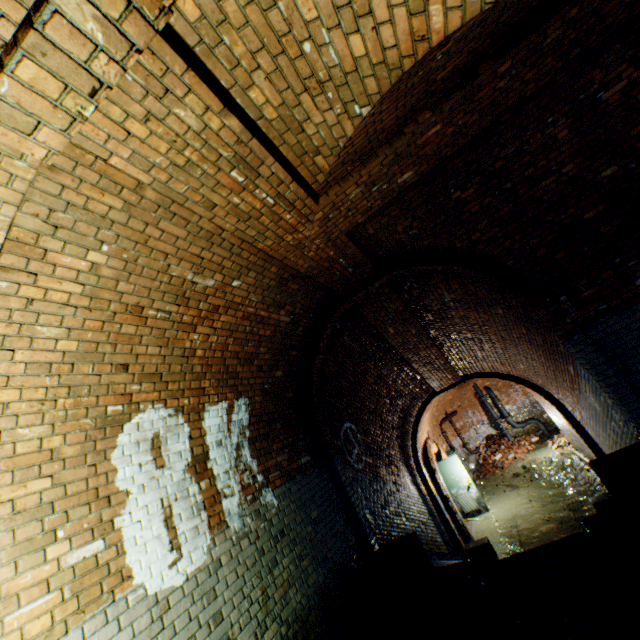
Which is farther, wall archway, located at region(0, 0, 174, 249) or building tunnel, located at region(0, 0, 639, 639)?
building tunnel, located at region(0, 0, 639, 639)

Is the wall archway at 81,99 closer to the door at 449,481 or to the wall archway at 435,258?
the wall archway at 435,258

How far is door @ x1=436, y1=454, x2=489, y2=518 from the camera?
11.62m

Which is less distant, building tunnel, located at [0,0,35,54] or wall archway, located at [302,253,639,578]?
building tunnel, located at [0,0,35,54]

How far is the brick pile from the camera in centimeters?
1463cm

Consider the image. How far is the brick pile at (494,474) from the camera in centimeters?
1463cm

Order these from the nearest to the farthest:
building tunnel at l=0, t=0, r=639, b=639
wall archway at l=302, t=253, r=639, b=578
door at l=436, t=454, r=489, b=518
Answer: building tunnel at l=0, t=0, r=639, b=639, wall archway at l=302, t=253, r=639, b=578, door at l=436, t=454, r=489, b=518

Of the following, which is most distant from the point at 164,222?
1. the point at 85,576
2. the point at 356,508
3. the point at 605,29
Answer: the point at 356,508
